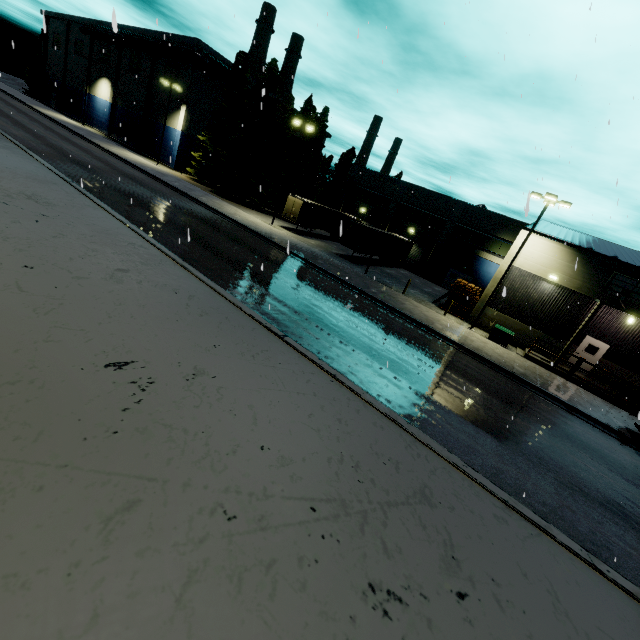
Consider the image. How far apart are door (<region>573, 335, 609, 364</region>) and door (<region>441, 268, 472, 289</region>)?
16.44m

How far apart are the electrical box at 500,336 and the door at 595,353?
5.0 meters

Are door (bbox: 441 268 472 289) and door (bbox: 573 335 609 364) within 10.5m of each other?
no

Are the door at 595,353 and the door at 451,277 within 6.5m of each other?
no

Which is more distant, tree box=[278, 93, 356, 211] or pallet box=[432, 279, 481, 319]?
tree box=[278, 93, 356, 211]

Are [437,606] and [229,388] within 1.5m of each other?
yes

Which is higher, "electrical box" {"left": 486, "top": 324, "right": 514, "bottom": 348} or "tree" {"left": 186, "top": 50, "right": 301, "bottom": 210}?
"tree" {"left": 186, "top": 50, "right": 301, "bottom": 210}

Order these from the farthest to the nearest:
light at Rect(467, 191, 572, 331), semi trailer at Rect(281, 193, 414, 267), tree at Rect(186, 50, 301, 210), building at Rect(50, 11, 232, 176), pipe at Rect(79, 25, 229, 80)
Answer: building at Rect(50, 11, 232, 176) < pipe at Rect(79, 25, 229, 80) < tree at Rect(186, 50, 301, 210) < semi trailer at Rect(281, 193, 414, 267) < light at Rect(467, 191, 572, 331)
